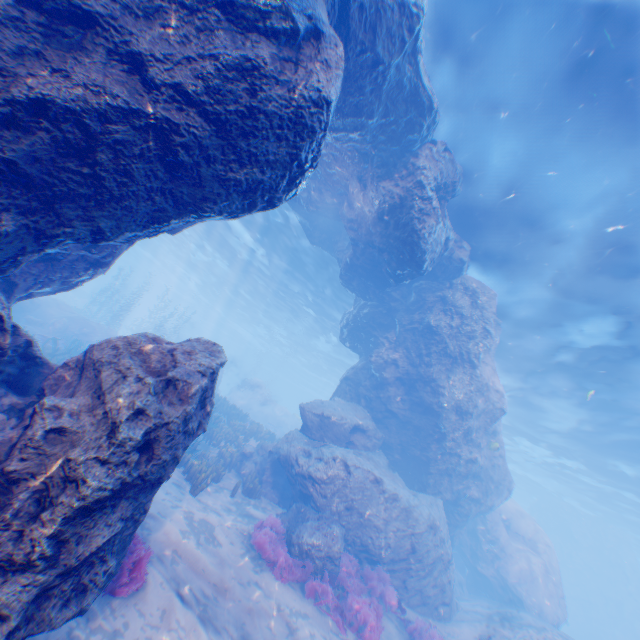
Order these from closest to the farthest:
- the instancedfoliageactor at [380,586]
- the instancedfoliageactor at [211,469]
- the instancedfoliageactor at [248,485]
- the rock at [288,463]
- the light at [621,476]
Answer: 1. the rock at [288,463]
2. the light at [621,476]
3. the instancedfoliageactor at [380,586]
4. the instancedfoliageactor at [211,469]
5. the instancedfoliageactor at [248,485]

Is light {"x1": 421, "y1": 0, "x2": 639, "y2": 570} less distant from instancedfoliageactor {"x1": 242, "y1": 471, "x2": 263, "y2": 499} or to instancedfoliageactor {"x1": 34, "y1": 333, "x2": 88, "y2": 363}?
instancedfoliageactor {"x1": 242, "y1": 471, "x2": 263, "y2": 499}

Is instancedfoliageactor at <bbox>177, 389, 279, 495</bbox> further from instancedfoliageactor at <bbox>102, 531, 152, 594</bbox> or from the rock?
instancedfoliageactor at <bbox>102, 531, 152, 594</bbox>

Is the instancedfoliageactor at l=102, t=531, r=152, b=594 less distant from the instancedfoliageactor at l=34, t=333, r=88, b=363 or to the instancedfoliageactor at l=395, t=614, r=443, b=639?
the instancedfoliageactor at l=395, t=614, r=443, b=639

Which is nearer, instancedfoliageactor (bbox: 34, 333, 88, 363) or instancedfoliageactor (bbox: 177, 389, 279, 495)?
instancedfoliageactor (bbox: 177, 389, 279, 495)

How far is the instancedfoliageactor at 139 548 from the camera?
4.88m

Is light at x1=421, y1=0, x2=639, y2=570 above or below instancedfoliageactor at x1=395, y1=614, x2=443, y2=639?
above

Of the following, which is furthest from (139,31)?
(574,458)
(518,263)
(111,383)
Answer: (574,458)
